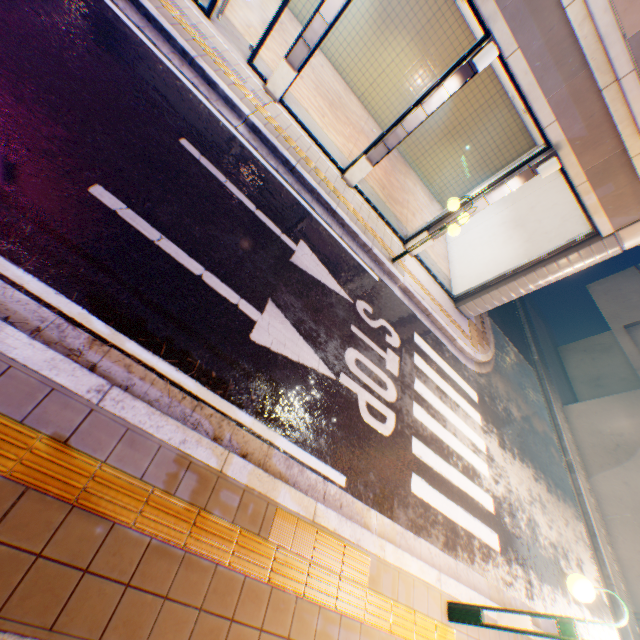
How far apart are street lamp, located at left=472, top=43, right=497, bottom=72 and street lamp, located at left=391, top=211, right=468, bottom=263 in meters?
2.5 m

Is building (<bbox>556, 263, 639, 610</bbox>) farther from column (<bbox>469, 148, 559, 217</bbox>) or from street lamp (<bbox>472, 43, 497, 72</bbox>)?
street lamp (<bbox>472, 43, 497, 72</bbox>)

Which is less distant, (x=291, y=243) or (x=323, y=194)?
(x=291, y=243)

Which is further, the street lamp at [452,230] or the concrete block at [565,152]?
the street lamp at [452,230]

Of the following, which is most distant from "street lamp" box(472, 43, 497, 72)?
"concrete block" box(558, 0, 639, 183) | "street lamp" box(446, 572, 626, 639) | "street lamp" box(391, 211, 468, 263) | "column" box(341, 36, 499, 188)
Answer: "street lamp" box(446, 572, 626, 639)

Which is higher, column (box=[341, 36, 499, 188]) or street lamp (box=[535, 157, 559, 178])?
street lamp (box=[535, 157, 559, 178])

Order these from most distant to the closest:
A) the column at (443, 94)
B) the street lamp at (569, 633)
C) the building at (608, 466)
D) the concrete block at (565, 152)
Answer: the building at (608, 466) < the column at (443, 94) < the concrete block at (565, 152) < the street lamp at (569, 633)

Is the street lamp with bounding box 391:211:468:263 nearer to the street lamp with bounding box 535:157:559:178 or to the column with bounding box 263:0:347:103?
the street lamp with bounding box 535:157:559:178
